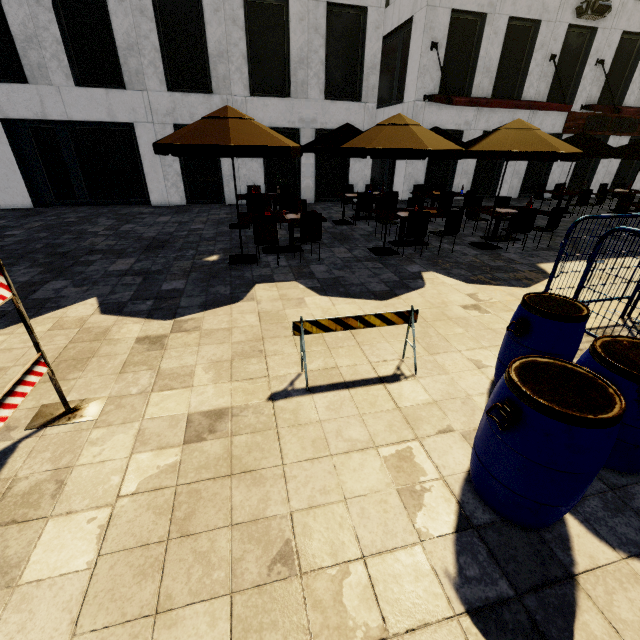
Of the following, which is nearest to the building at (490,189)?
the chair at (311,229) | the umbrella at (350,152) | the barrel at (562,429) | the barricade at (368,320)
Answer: the umbrella at (350,152)

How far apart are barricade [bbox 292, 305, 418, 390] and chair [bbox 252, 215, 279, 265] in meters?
3.8

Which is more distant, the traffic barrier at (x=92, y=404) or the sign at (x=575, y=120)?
the sign at (x=575, y=120)

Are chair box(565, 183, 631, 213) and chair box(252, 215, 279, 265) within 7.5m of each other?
no

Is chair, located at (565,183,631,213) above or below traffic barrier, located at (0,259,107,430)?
above

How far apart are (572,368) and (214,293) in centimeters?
511cm

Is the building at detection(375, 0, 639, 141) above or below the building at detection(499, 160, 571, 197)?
above

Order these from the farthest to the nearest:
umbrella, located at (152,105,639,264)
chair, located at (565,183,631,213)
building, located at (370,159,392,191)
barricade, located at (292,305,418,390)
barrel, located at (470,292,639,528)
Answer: building, located at (370,159,392,191), chair, located at (565,183,631,213), umbrella, located at (152,105,639,264), barricade, located at (292,305,418,390), barrel, located at (470,292,639,528)
